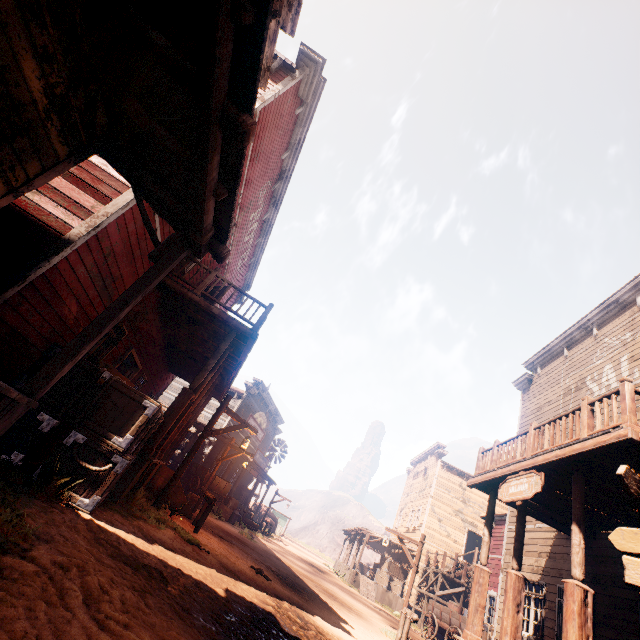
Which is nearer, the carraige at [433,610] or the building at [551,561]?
the building at [551,561]

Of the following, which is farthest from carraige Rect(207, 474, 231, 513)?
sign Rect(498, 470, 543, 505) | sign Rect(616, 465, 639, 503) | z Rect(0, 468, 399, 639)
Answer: sign Rect(616, 465, 639, 503)

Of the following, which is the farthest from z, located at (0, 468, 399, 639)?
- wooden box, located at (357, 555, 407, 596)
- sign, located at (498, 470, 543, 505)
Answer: sign, located at (498, 470, 543, 505)

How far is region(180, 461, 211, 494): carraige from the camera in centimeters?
1583cm

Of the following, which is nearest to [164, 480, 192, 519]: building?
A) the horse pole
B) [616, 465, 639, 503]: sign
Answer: the horse pole

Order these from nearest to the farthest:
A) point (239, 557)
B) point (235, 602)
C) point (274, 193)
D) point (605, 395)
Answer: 1. point (235, 602)
2. point (605, 395)
3. point (239, 557)
4. point (274, 193)

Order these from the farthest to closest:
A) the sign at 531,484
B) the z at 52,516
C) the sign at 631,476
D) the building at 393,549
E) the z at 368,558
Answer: the z at 368,558
the building at 393,549
the sign at 531,484
the sign at 631,476
the z at 52,516

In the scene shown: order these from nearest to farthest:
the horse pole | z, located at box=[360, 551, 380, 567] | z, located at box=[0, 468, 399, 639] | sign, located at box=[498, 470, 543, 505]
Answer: z, located at box=[0, 468, 399, 639]
sign, located at box=[498, 470, 543, 505]
the horse pole
z, located at box=[360, 551, 380, 567]
